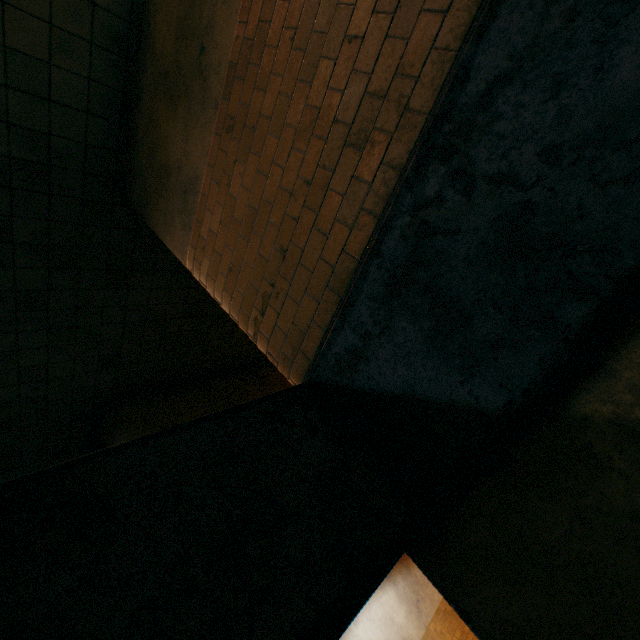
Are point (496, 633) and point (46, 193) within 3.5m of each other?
no
